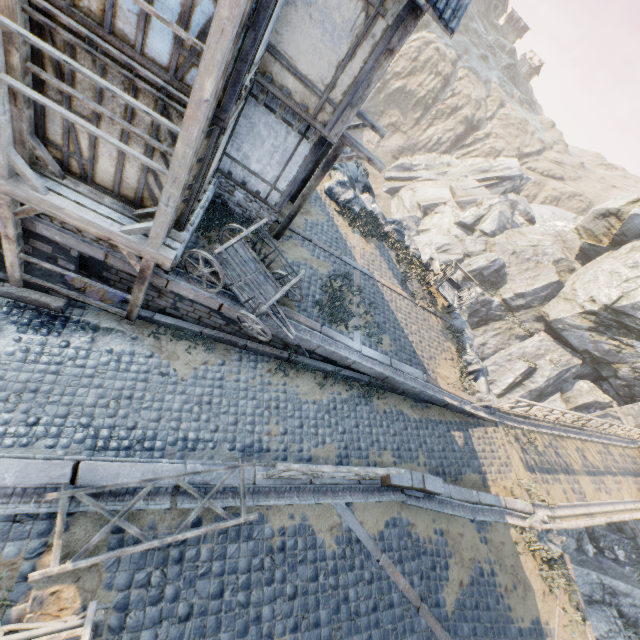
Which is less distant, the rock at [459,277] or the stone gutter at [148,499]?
the stone gutter at [148,499]

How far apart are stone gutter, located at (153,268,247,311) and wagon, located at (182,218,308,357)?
0.0m

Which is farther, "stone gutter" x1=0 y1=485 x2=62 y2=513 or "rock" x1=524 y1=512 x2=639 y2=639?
"rock" x1=524 y1=512 x2=639 y2=639

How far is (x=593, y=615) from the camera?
18.6 meters

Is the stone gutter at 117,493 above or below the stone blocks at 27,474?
below

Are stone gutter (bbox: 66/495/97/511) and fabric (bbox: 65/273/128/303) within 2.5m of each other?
no

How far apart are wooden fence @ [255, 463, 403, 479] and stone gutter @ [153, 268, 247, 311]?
4.0m

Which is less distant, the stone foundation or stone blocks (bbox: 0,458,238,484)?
stone blocks (bbox: 0,458,238,484)
